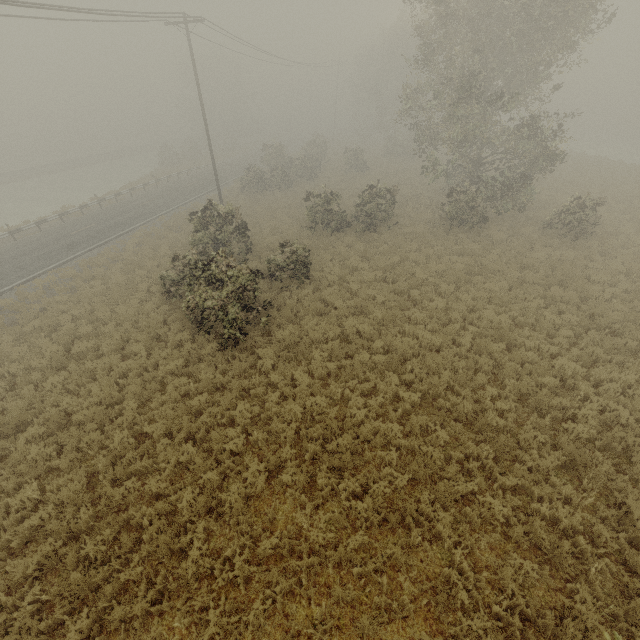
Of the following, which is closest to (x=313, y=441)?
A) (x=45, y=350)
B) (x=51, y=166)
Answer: (x=45, y=350)
